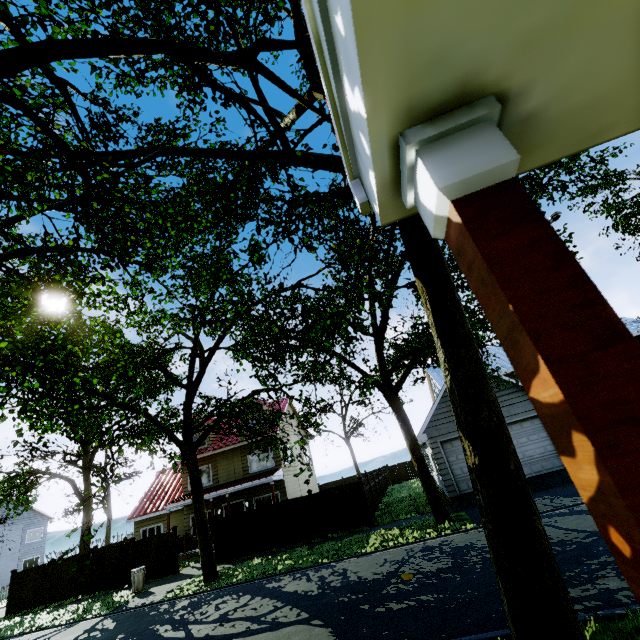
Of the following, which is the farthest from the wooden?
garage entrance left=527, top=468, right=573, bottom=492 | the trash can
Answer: the trash can

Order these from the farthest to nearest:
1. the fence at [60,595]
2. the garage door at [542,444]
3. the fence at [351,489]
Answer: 1. the fence at [60,595]
2. the fence at [351,489]
3. the garage door at [542,444]

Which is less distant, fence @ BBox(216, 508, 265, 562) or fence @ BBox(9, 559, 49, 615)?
fence @ BBox(216, 508, 265, 562)

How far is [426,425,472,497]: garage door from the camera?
15.4m

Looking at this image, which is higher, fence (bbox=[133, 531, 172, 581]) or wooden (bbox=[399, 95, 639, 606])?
wooden (bbox=[399, 95, 639, 606])

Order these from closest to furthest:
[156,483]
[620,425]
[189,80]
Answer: [620,425]
[189,80]
[156,483]

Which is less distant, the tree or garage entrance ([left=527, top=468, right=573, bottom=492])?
the tree

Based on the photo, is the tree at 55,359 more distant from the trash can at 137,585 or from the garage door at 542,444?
the trash can at 137,585
